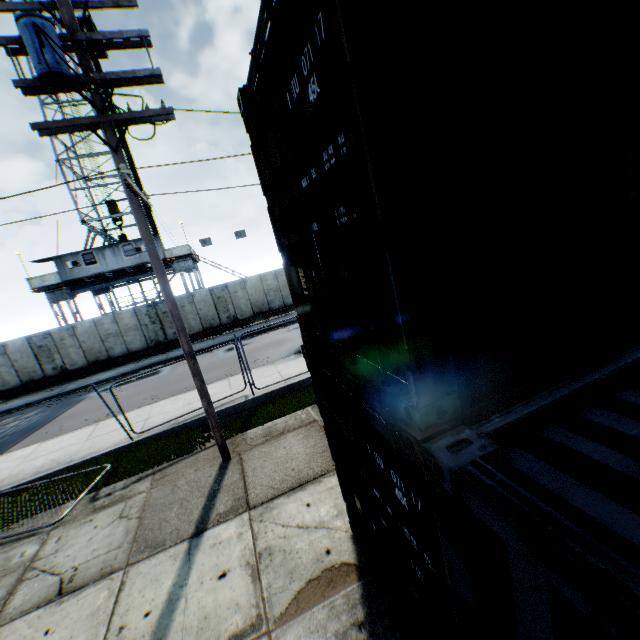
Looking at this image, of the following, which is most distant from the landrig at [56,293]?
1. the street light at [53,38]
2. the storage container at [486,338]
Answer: the storage container at [486,338]

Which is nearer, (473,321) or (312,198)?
(473,321)

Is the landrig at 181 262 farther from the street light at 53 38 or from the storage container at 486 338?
the storage container at 486 338

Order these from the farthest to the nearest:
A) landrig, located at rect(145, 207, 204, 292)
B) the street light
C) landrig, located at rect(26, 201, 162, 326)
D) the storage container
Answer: landrig, located at rect(145, 207, 204, 292), landrig, located at rect(26, 201, 162, 326), the street light, the storage container

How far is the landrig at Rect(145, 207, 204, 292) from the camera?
25.6m

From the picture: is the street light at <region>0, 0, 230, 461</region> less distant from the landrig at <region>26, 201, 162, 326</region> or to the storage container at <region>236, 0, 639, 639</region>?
→ the storage container at <region>236, 0, 639, 639</region>

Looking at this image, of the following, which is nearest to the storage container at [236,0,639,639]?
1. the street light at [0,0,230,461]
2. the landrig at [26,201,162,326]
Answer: the street light at [0,0,230,461]
